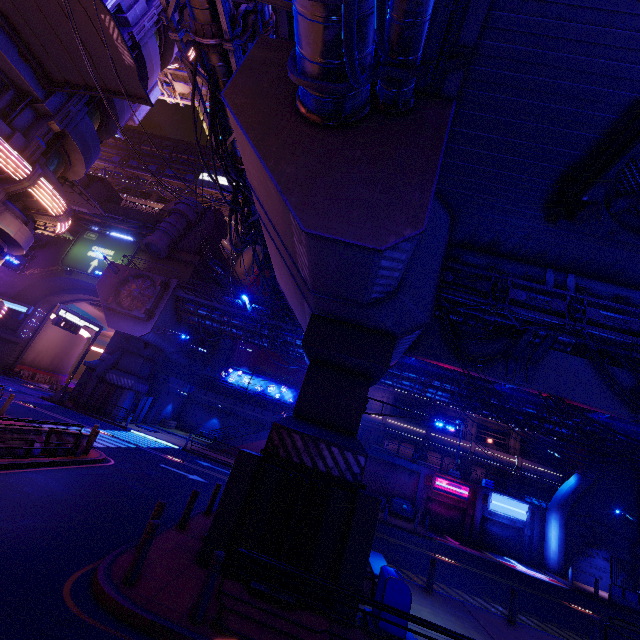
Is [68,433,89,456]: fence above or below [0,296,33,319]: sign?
below

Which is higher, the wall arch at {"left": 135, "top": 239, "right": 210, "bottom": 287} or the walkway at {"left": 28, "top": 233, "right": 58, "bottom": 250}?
the wall arch at {"left": 135, "top": 239, "right": 210, "bottom": 287}

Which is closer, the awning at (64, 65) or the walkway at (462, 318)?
the awning at (64, 65)

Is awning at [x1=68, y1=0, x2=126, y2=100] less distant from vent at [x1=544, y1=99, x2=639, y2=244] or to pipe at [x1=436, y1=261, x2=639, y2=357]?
pipe at [x1=436, y1=261, x2=639, y2=357]

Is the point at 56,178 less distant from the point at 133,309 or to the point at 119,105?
the point at 119,105

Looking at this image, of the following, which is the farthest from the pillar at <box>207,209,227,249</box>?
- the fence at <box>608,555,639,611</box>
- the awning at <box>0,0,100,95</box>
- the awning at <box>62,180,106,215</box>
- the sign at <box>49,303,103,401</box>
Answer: the fence at <box>608,555,639,611</box>

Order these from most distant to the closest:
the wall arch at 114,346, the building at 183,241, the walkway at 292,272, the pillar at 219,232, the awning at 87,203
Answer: the pillar at 219,232, the building at 183,241, the wall arch at 114,346, the awning at 87,203, the walkway at 292,272

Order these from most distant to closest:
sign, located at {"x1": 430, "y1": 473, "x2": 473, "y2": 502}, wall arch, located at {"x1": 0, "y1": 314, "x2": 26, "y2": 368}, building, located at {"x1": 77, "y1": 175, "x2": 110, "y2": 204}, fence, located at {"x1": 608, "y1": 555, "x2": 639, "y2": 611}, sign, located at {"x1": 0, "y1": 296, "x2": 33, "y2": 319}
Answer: building, located at {"x1": 77, "y1": 175, "x2": 110, "y2": 204}, wall arch, located at {"x1": 0, "y1": 314, "x2": 26, "y2": 368}, sign, located at {"x1": 0, "y1": 296, "x2": 33, "y2": 319}, sign, located at {"x1": 430, "y1": 473, "x2": 473, "y2": 502}, fence, located at {"x1": 608, "y1": 555, "x2": 639, "y2": 611}
